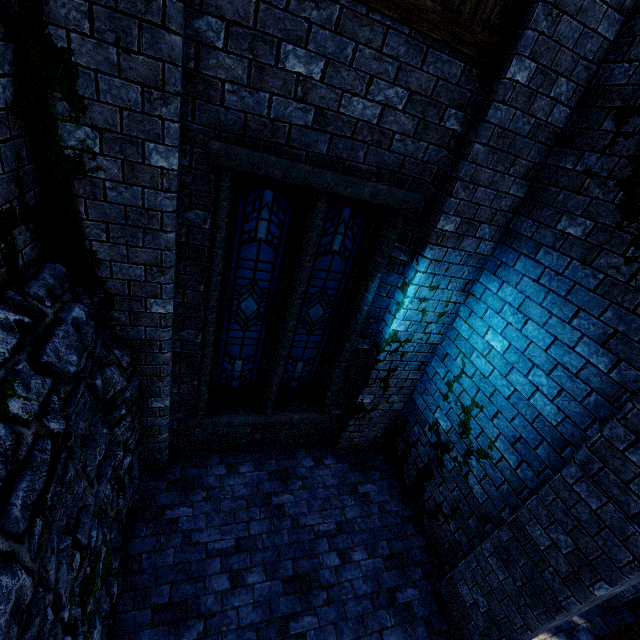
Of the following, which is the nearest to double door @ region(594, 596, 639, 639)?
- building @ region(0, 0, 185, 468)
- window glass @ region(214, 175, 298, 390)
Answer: building @ region(0, 0, 185, 468)

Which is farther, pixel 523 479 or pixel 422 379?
pixel 422 379

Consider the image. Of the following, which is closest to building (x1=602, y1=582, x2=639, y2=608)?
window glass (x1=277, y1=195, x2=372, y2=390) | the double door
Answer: the double door

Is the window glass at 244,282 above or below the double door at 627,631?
above

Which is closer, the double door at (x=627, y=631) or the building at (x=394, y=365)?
the building at (x=394, y=365)

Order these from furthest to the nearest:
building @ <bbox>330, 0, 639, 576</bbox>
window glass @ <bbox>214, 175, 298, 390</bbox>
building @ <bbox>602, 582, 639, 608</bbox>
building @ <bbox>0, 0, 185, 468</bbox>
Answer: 1. building @ <bbox>602, 582, 639, 608</bbox>
2. window glass @ <bbox>214, 175, 298, 390</bbox>
3. building @ <bbox>330, 0, 639, 576</bbox>
4. building @ <bbox>0, 0, 185, 468</bbox>

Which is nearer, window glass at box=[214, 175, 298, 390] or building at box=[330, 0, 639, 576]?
building at box=[330, 0, 639, 576]

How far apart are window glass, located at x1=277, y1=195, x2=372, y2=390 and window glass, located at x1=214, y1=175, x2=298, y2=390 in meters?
0.3
